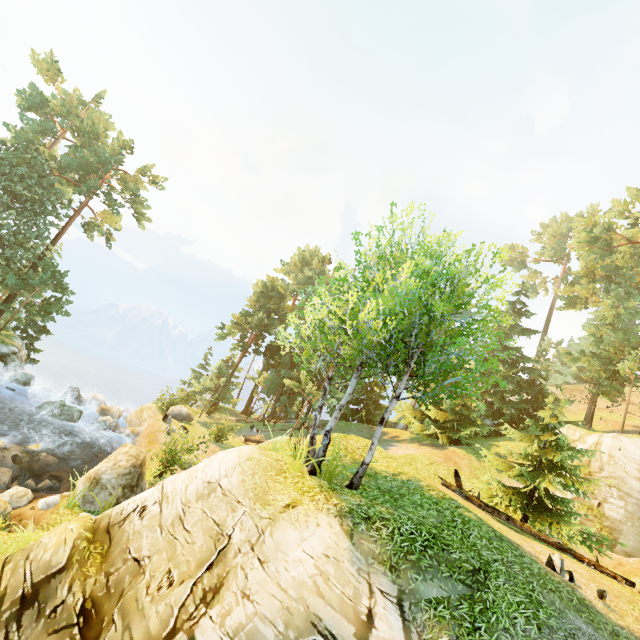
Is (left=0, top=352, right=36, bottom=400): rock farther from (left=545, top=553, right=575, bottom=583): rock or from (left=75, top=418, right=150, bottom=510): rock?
(left=545, top=553, right=575, bottom=583): rock

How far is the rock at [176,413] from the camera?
22.08m

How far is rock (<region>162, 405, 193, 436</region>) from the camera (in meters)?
22.08

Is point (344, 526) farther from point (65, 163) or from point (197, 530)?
point (65, 163)

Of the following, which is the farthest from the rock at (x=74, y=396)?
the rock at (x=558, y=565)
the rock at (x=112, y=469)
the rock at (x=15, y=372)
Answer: the rock at (x=558, y=565)

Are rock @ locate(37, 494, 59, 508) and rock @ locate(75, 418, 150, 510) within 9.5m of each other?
yes

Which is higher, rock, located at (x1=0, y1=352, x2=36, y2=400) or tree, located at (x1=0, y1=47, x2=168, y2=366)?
tree, located at (x1=0, y1=47, x2=168, y2=366)

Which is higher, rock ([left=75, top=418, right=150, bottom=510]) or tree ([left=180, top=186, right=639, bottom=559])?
tree ([left=180, top=186, right=639, bottom=559])
